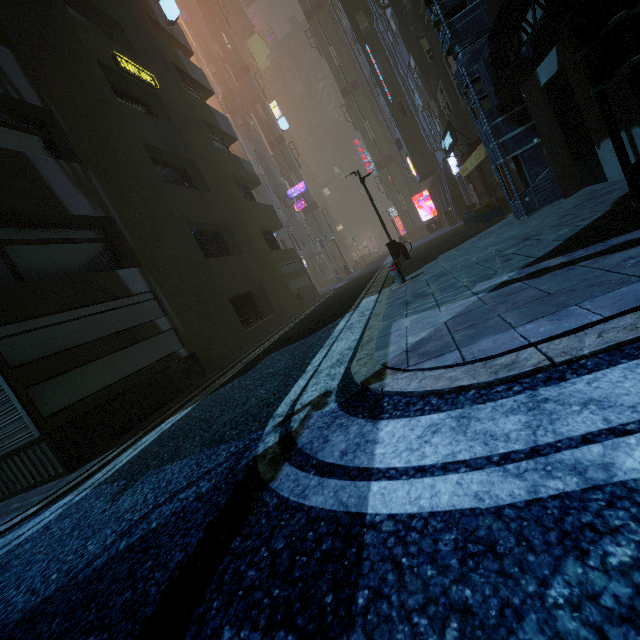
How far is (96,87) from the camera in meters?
10.2 m

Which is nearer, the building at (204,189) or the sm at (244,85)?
the building at (204,189)

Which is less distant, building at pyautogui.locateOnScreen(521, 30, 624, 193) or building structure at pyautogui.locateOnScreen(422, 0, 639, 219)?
building structure at pyautogui.locateOnScreen(422, 0, 639, 219)

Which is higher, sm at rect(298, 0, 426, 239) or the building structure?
sm at rect(298, 0, 426, 239)

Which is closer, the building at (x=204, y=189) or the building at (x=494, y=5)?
the building at (x=204, y=189)

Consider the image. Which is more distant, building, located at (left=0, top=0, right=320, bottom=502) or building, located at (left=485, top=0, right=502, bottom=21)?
building, located at (left=485, top=0, right=502, bottom=21)

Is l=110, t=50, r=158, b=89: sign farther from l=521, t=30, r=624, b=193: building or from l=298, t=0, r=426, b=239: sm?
l=298, t=0, r=426, b=239: sm
